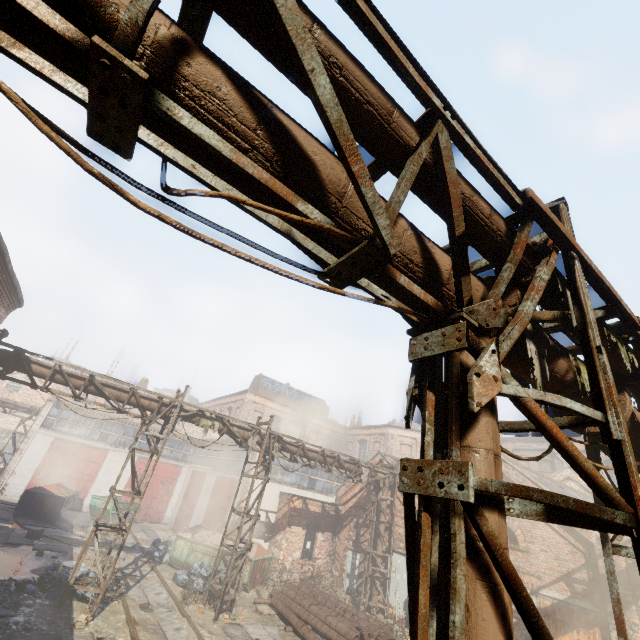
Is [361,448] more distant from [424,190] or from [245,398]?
[424,190]

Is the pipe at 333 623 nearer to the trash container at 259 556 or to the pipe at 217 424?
the trash container at 259 556

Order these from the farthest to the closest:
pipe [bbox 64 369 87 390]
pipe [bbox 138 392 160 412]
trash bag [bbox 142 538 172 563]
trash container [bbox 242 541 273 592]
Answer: trash bag [bbox 142 538 172 563] → trash container [bbox 242 541 273 592] → pipe [bbox 138 392 160 412] → pipe [bbox 64 369 87 390]

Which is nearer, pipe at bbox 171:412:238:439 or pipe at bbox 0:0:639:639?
pipe at bbox 0:0:639:639

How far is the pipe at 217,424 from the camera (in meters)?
12.42

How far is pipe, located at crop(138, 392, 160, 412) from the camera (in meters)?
11.77
